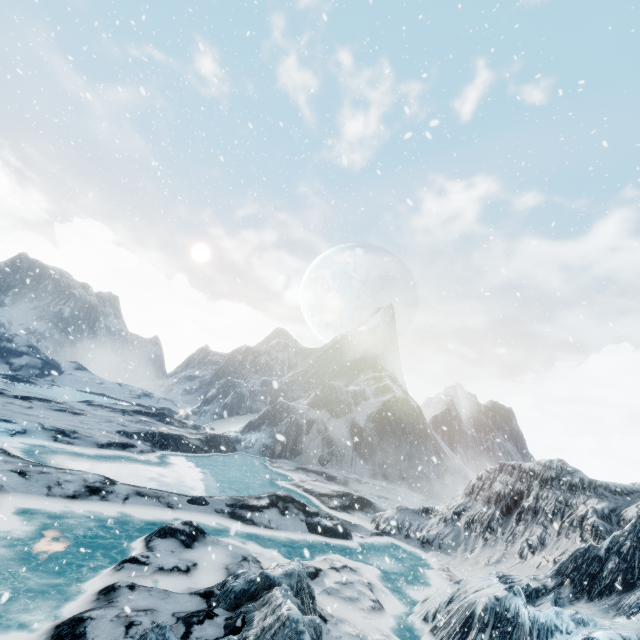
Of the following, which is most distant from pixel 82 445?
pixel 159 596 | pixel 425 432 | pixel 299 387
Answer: pixel 299 387
